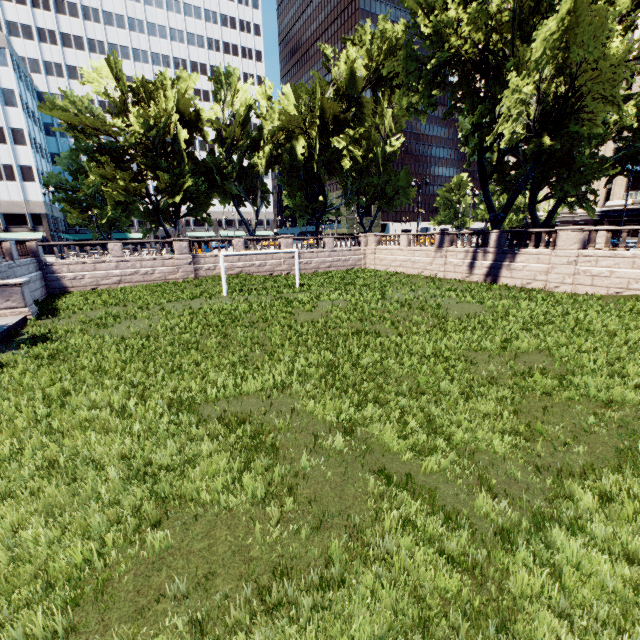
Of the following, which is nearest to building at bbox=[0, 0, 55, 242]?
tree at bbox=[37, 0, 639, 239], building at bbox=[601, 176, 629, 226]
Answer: tree at bbox=[37, 0, 639, 239]

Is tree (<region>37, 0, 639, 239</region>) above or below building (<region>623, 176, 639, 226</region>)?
above

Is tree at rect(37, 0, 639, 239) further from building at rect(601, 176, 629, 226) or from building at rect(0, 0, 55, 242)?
building at rect(601, 176, 629, 226)

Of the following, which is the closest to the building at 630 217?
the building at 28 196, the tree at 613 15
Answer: the tree at 613 15

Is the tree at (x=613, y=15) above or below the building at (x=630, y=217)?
above

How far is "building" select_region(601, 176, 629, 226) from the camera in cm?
5009

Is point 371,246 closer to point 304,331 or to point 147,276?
point 147,276
